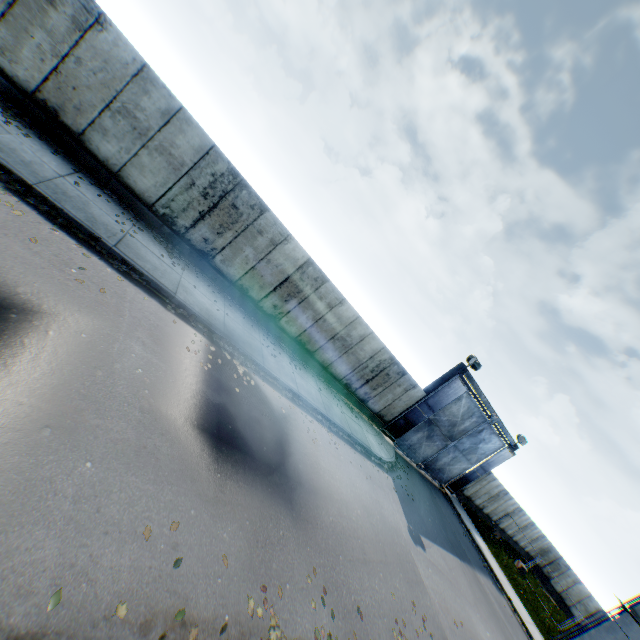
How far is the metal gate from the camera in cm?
1848

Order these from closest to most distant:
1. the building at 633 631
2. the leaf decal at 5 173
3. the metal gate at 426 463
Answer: the leaf decal at 5 173 → the building at 633 631 → the metal gate at 426 463

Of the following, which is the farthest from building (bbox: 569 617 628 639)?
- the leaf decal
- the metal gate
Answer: the leaf decal

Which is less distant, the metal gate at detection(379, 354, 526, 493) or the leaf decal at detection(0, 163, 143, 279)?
the leaf decal at detection(0, 163, 143, 279)

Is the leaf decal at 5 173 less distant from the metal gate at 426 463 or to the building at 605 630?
the metal gate at 426 463

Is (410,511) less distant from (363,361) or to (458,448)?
(363,361)
